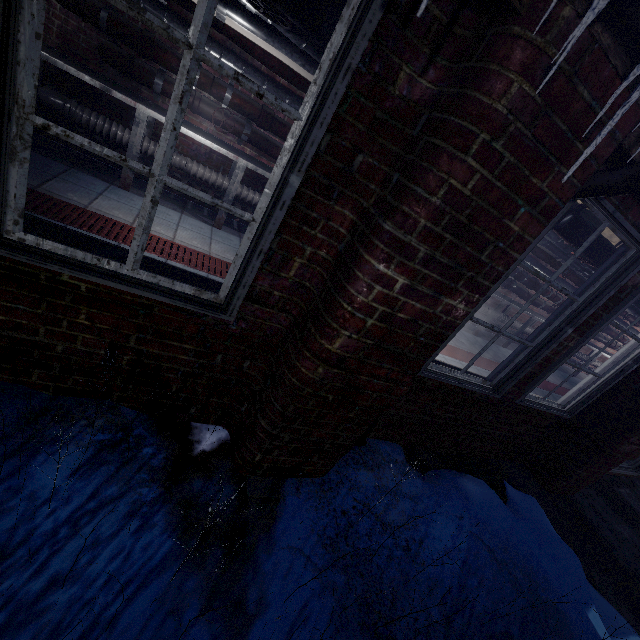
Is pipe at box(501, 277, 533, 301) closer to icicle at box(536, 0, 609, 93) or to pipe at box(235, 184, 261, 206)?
pipe at box(235, 184, 261, 206)

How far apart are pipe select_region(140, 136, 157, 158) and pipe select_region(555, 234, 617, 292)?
1.4 meters

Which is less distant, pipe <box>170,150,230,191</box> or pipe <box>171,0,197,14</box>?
pipe <box>171,0,197,14</box>

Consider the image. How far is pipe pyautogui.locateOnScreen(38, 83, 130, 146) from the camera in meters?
3.1

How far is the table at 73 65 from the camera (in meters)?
2.83

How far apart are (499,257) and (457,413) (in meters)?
1.62
